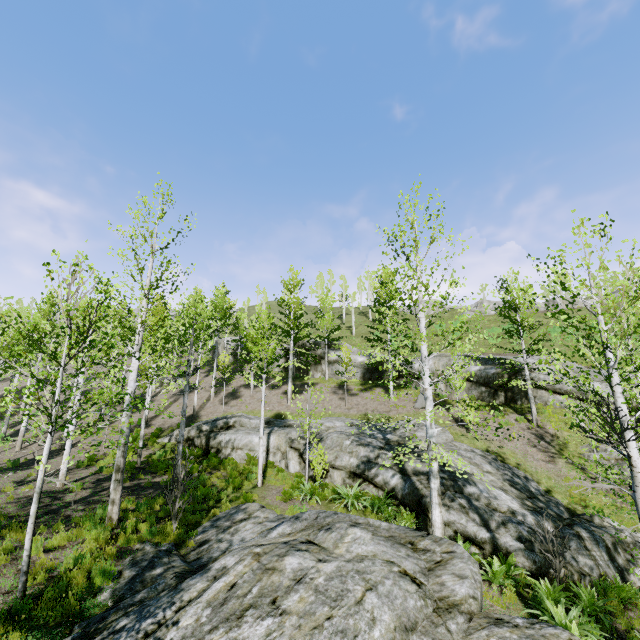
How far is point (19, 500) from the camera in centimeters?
1107cm

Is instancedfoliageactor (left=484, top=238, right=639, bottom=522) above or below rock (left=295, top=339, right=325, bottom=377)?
below

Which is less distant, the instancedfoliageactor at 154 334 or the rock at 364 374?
the instancedfoliageactor at 154 334

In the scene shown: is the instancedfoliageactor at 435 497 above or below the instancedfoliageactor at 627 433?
below

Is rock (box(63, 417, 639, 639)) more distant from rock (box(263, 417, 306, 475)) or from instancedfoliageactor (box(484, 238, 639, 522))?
Answer: rock (box(263, 417, 306, 475))

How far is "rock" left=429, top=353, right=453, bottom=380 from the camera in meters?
23.8 m

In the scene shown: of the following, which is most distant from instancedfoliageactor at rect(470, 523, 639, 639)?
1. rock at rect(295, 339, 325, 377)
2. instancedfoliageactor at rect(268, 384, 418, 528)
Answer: rock at rect(295, 339, 325, 377)
